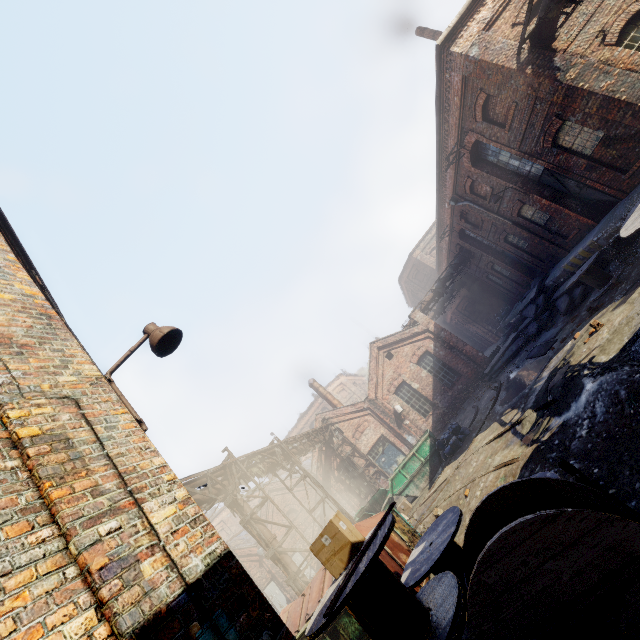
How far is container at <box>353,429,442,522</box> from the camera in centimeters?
1502cm

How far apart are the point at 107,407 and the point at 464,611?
3.9m

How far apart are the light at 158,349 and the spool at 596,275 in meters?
13.5

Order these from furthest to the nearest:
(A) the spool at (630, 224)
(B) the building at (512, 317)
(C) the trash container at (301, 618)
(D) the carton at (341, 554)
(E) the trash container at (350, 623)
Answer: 1. (B) the building at (512, 317)
2. (A) the spool at (630, 224)
3. (C) the trash container at (301, 618)
4. (E) the trash container at (350, 623)
5. (D) the carton at (341, 554)

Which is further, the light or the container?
the container

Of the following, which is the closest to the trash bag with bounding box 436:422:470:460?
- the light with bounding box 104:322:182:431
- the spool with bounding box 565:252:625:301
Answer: the spool with bounding box 565:252:625:301

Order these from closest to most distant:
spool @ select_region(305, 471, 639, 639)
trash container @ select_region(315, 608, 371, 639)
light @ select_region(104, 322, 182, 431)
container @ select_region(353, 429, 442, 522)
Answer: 1. spool @ select_region(305, 471, 639, 639)
2. light @ select_region(104, 322, 182, 431)
3. trash container @ select_region(315, 608, 371, 639)
4. container @ select_region(353, 429, 442, 522)

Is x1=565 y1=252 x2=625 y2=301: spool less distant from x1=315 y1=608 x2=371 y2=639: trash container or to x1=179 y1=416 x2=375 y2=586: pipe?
x1=315 y1=608 x2=371 y2=639: trash container
